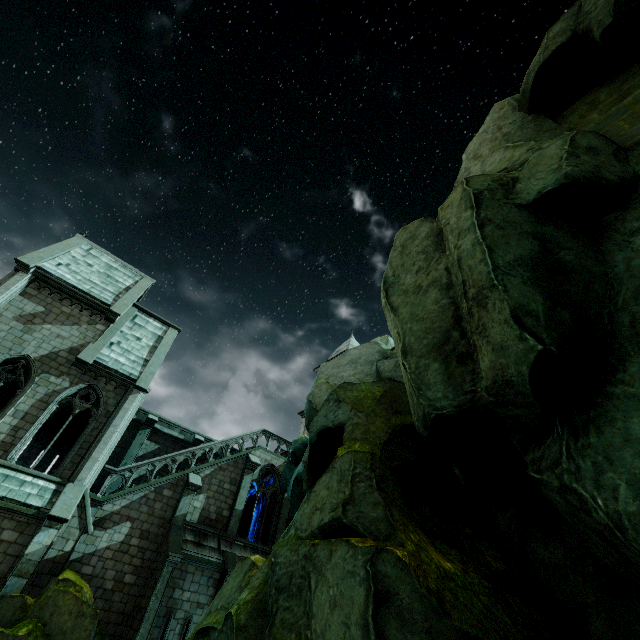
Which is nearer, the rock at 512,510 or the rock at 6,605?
the rock at 512,510

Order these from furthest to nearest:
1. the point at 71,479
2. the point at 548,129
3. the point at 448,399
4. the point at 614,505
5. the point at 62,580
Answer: the point at 71,479
the point at 62,580
the point at 548,129
the point at 448,399
the point at 614,505

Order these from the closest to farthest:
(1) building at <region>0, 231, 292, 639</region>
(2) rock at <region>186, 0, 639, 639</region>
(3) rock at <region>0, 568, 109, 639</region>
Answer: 1. (2) rock at <region>186, 0, 639, 639</region>
2. (3) rock at <region>0, 568, 109, 639</region>
3. (1) building at <region>0, 231, 292, 639</region>

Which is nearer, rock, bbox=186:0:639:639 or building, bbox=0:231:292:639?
rock, bbox=186:0:639:639

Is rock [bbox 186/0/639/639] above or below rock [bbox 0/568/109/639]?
above

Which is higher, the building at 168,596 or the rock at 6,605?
the building at 168,596

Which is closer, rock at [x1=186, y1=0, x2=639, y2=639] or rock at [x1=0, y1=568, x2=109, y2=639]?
rock at [x1=186, y1=0, x2=639, y2=639]
